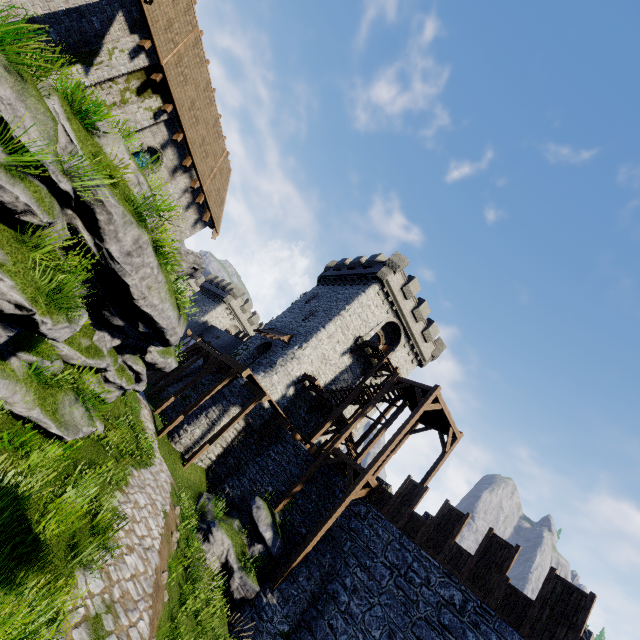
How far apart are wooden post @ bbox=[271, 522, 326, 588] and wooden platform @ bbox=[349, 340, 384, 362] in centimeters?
1351cm

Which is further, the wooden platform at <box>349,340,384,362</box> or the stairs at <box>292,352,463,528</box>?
the wooden platform at <box>349,340,384,362</box>

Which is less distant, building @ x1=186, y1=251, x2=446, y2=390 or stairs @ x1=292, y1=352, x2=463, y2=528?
stairs @ x1=292, y1=352, x2=463, y2=528

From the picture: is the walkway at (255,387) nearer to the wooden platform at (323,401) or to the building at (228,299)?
the building at (228,299)

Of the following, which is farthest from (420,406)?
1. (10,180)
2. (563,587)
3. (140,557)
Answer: (10,180)

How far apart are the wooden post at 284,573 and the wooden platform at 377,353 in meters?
13.5 m

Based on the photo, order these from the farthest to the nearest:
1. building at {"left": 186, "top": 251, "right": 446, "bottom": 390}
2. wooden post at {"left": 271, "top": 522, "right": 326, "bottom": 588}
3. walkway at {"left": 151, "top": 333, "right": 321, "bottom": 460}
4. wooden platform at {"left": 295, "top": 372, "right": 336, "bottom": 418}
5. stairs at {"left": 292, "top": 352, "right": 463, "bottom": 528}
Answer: building at {"left": 186, "top": 251, "right": 446, "bottom": 390}
wooden platform at {"left": 295, "top": 372, "right": 336, "bottom": 418}
walkway at {"left": 151, "top": 333, "right": 321, "bottom": 460}
stairs at {"left": 292, "top": 352, "right": 463, "bottom": 528}
wooden post at {"left": 271, "top": 522, "right": 326, "bottom": 588}

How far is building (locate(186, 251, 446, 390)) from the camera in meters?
26.3 m
